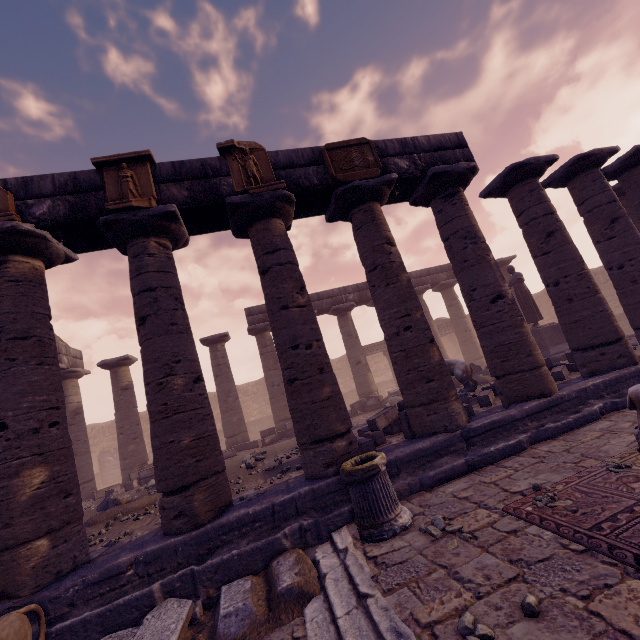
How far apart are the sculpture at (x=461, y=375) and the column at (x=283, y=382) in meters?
5.3 m

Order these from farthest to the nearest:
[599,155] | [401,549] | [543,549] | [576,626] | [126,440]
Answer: [126,440], [599,155], [401,549], [543,549], [576,626]

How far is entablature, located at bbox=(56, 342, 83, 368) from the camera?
13.6 meters

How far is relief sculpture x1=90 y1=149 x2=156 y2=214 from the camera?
5.7m

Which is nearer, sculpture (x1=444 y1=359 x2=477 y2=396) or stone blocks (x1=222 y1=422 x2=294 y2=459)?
sculpture (x1=444 y1=359 x2=477 y2=396)

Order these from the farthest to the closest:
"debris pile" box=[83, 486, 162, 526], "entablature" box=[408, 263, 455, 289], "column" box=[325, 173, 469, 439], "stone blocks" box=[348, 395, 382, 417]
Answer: "entablature" box=[408, 263, 455, 289] → "stone blocks" box=[348, 395, 382, 417] → "debris pile" box=[83, 486, 162, 526] → "column" box=[325, 173, 469, 439]

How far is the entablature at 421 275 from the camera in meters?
18.7

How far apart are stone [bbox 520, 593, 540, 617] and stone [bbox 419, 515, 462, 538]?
1.3 meters
